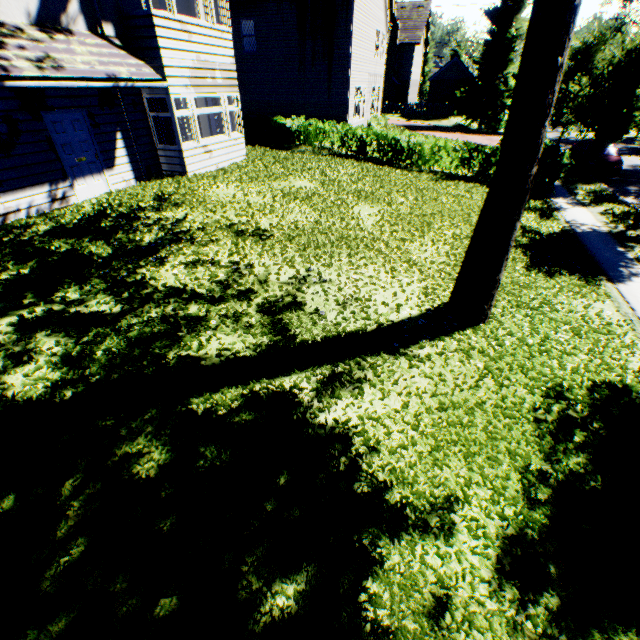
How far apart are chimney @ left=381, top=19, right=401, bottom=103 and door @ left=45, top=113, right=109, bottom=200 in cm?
4245

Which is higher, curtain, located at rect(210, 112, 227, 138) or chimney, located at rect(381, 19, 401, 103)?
chimney, located at rect(381, 19, 401, 103)

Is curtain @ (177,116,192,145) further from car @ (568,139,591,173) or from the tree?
car @ (568,139,591,173)

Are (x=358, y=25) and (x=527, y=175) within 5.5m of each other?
no

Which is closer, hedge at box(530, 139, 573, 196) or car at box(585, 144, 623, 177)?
hedge at box(530, 139, 573, 196)

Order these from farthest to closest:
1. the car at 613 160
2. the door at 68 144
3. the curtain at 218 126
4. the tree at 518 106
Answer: the car at 613 160, the curtain at 218 126, the door at 68 144, the tree at 518 106

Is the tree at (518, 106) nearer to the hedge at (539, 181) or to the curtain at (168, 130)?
the hedge at (539, 181)
